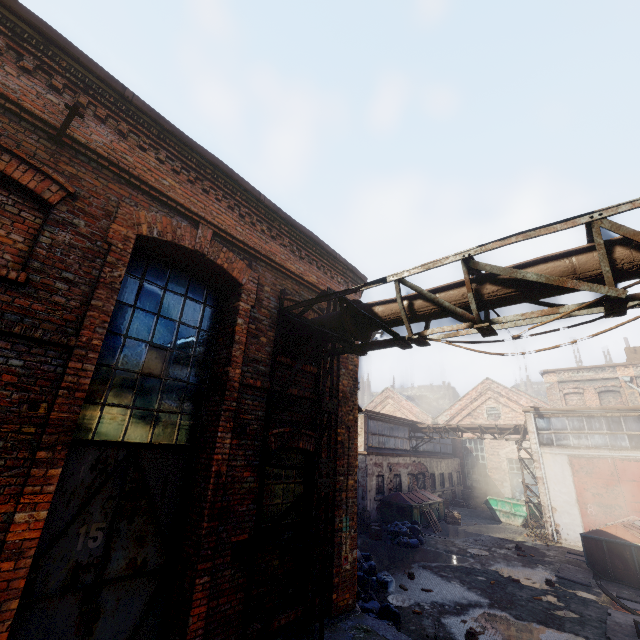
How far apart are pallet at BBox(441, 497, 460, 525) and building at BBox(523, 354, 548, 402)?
45.5m

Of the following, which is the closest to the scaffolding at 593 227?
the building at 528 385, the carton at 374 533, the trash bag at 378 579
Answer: the trash bag at 378 579

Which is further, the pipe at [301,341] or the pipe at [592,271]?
Result: the pipe at [301,341]

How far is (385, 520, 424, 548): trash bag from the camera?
14.4 meters

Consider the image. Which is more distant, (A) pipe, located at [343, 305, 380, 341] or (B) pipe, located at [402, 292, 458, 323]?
(A) pipe, located at [343, 305, 380, 341]

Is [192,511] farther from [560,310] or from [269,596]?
[560,310]

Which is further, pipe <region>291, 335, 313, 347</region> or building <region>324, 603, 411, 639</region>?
pipe <region>291, 335, 313, 347</region>

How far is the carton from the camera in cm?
1549
